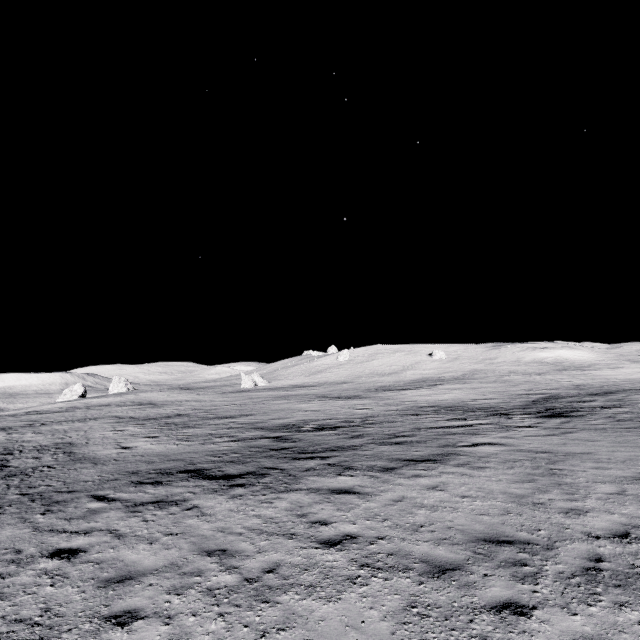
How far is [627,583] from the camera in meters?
5.0 m
